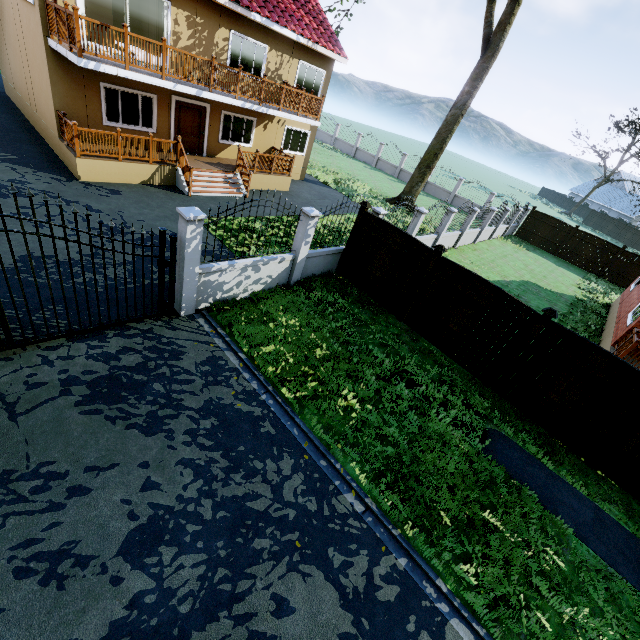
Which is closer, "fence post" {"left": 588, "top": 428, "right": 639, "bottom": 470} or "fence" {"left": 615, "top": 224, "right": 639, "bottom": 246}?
"fence post" {"left": 588, "top": 428, "right": 639, "bottom": 470}

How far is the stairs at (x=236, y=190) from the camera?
13.1 meters

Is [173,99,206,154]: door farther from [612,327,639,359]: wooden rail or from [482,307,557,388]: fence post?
[612,327,639,359]: wooden rail

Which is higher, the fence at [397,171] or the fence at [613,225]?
the fence at [613,225]

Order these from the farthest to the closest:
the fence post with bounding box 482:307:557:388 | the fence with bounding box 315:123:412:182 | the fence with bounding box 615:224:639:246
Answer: the fence with bounding box 615:224:639:246, the fence with bounding box 315:123:412:182, the fence post with bounding box 482:307:557:388

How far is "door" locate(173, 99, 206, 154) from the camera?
14.14m

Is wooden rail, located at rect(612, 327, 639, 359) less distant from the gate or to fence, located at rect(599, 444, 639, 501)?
fence, located at rect(599, 444, 639, 501)

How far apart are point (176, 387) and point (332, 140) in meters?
38.2 m
